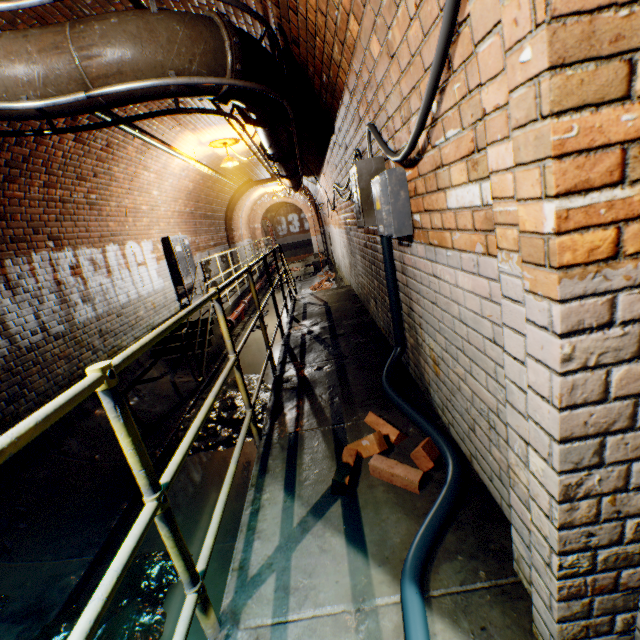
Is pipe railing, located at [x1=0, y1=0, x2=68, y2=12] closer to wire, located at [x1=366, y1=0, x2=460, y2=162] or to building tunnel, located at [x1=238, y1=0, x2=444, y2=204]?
building tunnel, located at [x1=238, y1=0, x2=444, y2=204]

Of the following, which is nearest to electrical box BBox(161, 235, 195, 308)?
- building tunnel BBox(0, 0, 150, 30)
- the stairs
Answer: building tunnel BBox(0, 0, 150, 30)

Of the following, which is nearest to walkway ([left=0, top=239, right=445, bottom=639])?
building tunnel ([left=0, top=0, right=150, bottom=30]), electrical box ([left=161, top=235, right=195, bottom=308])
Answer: building tunnel ([left=0, top=0, right=150, bottom=30])

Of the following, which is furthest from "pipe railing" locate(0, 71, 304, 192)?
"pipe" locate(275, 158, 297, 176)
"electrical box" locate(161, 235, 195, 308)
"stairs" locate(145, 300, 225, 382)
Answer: "electrical box" locate(161, 235, 195, 308)

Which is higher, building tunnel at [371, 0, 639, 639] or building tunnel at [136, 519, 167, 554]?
building tunnel at [371, 0, 639, 639]

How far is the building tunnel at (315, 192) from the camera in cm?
877

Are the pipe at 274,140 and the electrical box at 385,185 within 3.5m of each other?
yes

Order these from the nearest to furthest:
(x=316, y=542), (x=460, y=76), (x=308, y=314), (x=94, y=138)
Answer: (x=460, y=76) < (x=316, y=542) < (x=94, y=138) < (x=308, y=314)
